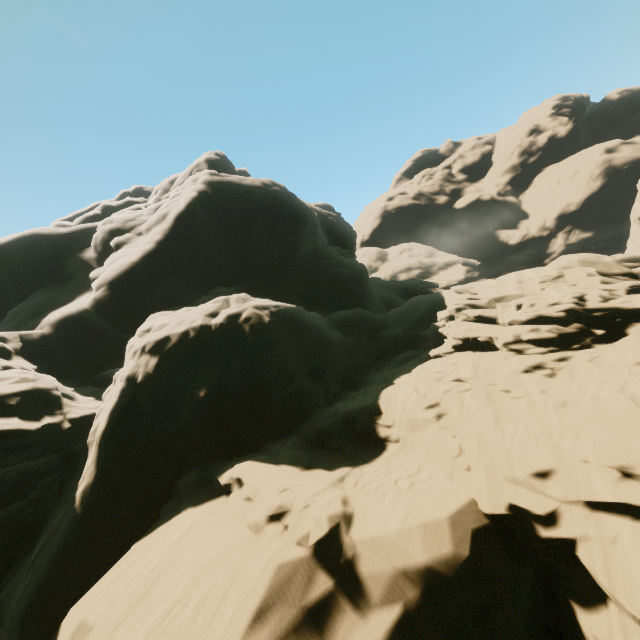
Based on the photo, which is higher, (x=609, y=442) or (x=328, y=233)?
(x=328, y=233)

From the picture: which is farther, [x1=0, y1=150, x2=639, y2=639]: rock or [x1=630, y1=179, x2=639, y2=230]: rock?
[x1=630, y1=179, x2=639, y2=230]: rock

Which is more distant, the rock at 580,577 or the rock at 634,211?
the rock at 634,211
